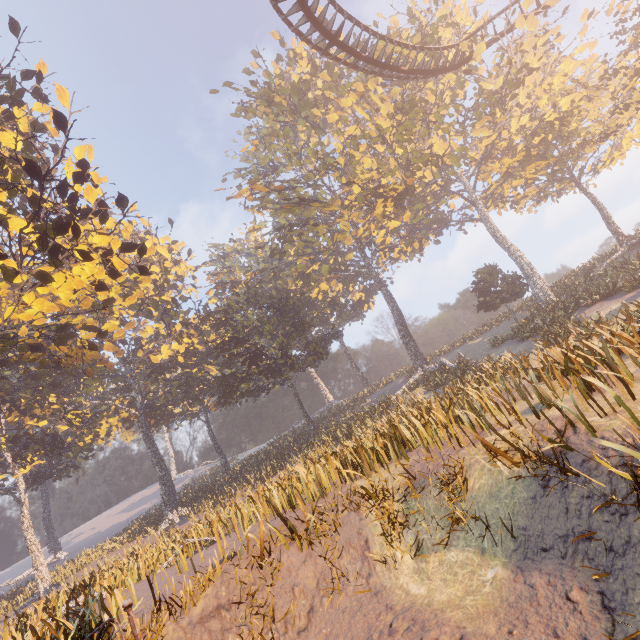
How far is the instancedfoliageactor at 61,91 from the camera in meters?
12.8

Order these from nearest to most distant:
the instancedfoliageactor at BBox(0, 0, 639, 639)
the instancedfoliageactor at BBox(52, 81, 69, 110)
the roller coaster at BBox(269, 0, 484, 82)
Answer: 1. the instancedfoliageactor at BBox(0, 0, 639, 639)
2. the instancedfoliageactor at BBox(52, 81, 69, 110)
3. the roller coaster at BBox(269, 0, 484, 82)

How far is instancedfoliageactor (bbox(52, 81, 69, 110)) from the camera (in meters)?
12.76

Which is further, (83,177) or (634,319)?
(83,177)

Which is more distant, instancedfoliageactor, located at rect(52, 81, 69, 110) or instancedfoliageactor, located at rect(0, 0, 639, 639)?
instancedfoliageactor, located at rect(52, 81, 69, 110)

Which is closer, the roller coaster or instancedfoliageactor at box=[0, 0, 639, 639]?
instancedfoliageactor at box=[0, 0, 639, 639]

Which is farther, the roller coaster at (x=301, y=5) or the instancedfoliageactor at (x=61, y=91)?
the roller coaster at (x=301, y=5)

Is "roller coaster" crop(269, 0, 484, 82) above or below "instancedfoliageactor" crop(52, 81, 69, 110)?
above
